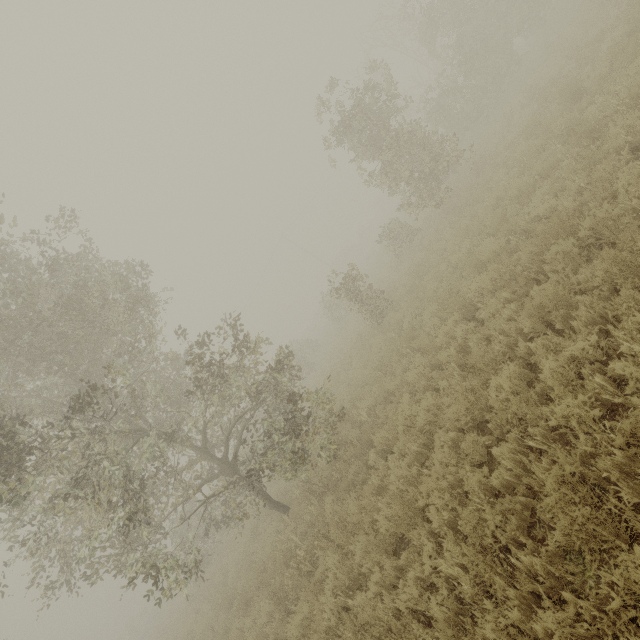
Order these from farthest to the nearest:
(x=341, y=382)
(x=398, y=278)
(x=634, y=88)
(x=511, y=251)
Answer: (x=398, y=278)
(x=341, y=382)
(x=511, y=251)
(x=634, y=88)

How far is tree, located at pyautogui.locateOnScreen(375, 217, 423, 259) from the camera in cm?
1714

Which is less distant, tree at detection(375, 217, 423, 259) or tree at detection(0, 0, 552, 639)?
tree at detection(0, 0, 552, 639)

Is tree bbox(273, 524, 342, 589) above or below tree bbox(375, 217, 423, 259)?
below

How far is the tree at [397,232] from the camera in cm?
1714
